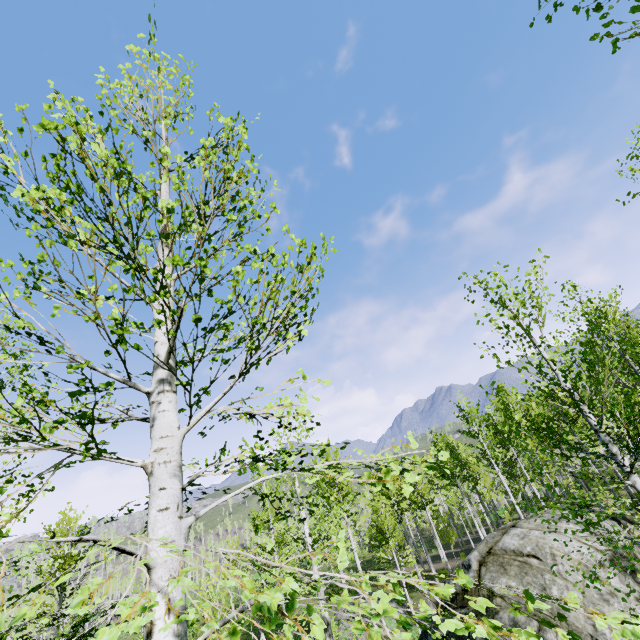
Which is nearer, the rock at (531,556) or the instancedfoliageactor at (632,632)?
the instancedfoliageactor at (632,632)

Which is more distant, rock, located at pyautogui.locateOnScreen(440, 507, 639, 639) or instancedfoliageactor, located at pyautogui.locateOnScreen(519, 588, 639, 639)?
rock, located at pyautogui.locateOnScreen(440, 507, 639, 639)

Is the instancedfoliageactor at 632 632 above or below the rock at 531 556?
above

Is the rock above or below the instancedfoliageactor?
below

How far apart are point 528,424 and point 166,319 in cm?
607
